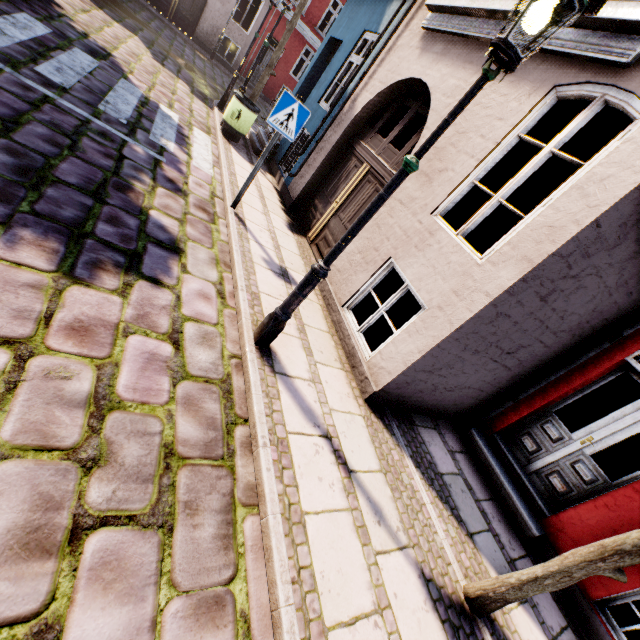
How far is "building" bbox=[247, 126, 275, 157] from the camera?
9.1m

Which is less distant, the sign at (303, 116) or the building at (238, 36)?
the sign at (303, 116)

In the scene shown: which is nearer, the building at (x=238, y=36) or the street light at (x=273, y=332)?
the street light at (x=273, y=332)

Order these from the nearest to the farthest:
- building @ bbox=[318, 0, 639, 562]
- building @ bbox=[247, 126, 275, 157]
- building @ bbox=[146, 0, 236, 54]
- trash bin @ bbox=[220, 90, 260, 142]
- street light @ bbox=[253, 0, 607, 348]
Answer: street light @ bbox=[253, 0, 607, 348] < building @ bbox=[318, 0, 639, 562] < trash bin @ bbox=[220, 90, 260, 142] < building @ bbox=[247, 126, 275, 157] < building @ bbox=[146, 0, 236, 54]

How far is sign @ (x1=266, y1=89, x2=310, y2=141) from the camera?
4.6 meters

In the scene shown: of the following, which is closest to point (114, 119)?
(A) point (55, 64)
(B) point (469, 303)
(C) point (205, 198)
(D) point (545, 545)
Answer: (A) point (55, 64)

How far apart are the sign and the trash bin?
4.2 meters

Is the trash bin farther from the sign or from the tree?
the tree
